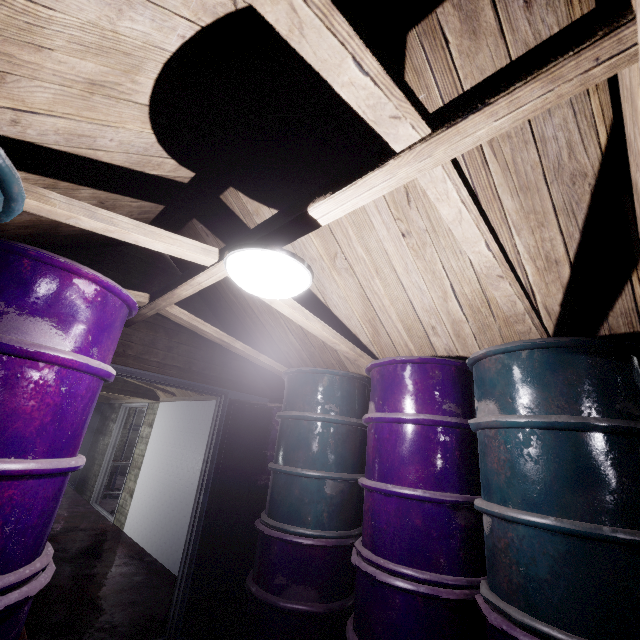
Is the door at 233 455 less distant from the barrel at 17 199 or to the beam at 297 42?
the beam at 297 42

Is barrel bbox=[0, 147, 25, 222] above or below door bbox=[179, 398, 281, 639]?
Result: above

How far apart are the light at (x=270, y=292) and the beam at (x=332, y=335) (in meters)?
0.13

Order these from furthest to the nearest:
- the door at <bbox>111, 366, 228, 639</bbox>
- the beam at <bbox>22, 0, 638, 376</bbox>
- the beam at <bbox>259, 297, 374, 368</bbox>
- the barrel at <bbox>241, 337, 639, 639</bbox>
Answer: the door at <bbox>111, 366, 228, 639</bbox> < the beam at <bbox>259, 297, 374, 368</bbox> < the barrel at <bbox>241, 337, 639, 639</bbox> < the beam at <bbox>22, 0, 638, 376</bbox>

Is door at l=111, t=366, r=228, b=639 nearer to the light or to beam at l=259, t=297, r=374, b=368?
beam at l=259, t=297, r=374, b=368

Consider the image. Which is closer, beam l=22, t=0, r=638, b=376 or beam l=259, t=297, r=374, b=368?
beam l=22, t=0, r=638, b=376

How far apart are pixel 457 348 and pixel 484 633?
1.36m

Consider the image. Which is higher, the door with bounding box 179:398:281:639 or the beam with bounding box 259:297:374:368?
the beam with bounding box 259:297:374:368
